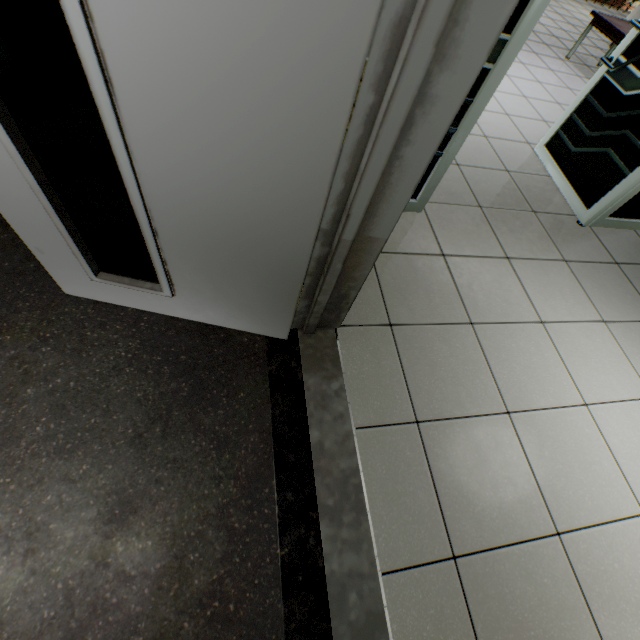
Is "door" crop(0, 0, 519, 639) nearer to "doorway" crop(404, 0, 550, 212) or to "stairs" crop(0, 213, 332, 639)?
"stairs" crop(0, 213, 332, 639)

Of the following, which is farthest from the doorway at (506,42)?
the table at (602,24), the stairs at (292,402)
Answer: Answer: the table at (602,24)

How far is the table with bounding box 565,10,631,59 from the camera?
4.2 meters

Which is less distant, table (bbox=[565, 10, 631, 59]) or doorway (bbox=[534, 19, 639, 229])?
doorway (bbox=[534, 19, 639, 229])

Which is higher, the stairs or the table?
the table

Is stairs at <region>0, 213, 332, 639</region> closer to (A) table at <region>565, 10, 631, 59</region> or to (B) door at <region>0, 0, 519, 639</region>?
(B) door at <region>0, 0, 519, 639</region>

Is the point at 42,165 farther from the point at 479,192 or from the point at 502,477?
the point at 479,192

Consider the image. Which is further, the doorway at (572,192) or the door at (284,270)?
the doorway at (572,192)
